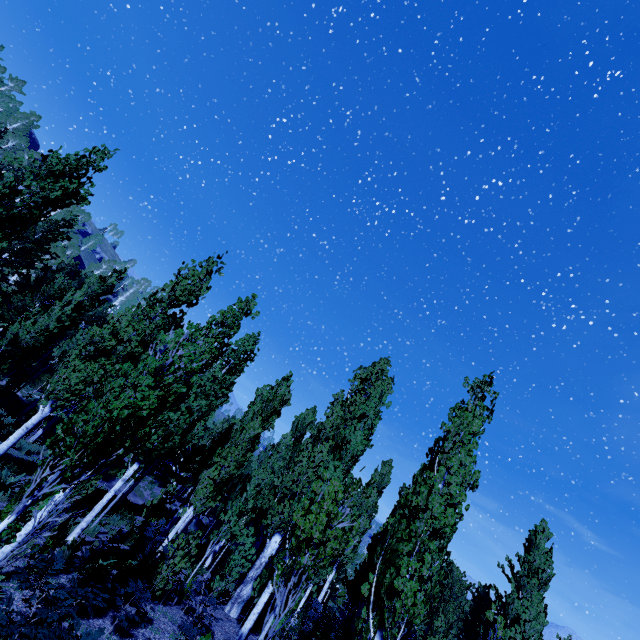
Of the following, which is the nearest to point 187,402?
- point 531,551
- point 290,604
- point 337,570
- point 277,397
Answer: point 290,604
